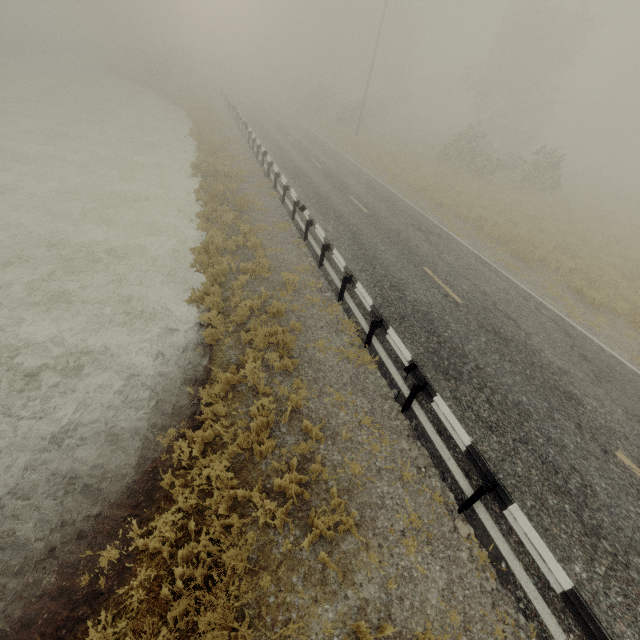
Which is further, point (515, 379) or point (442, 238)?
point (442, 238)
